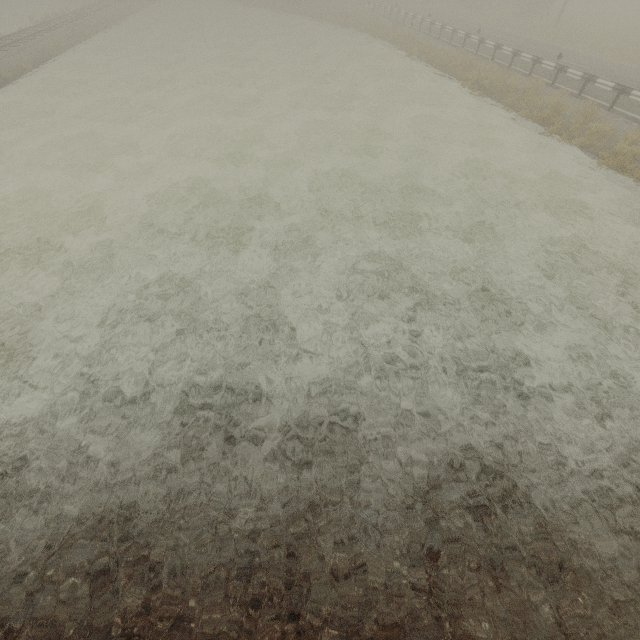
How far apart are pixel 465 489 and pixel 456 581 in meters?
1.1 m
